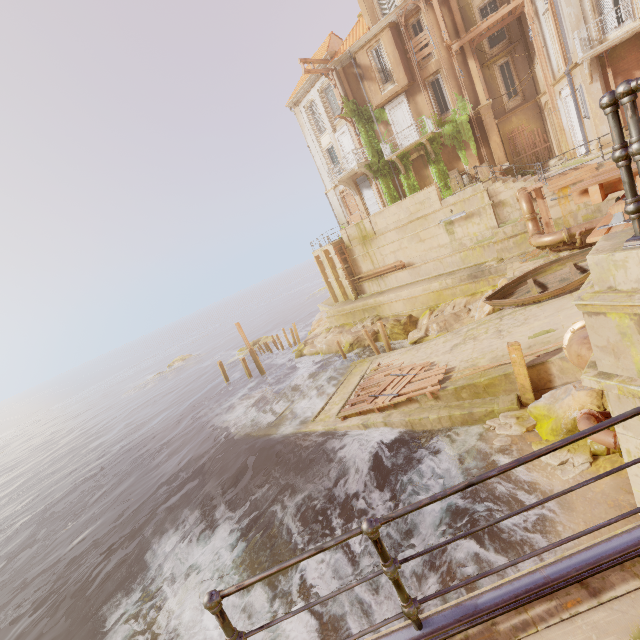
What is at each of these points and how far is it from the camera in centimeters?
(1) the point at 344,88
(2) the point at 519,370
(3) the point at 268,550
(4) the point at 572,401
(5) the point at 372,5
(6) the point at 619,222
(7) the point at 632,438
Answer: (1) column, 2544cm
(2) beam, 1019cm
(3) rock, 1044cm
(4) rock, 880cm
(5) window, 2252cm
(6) trim, 493cm
(7) building, 267cm

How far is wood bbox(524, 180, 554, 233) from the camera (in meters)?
14.82

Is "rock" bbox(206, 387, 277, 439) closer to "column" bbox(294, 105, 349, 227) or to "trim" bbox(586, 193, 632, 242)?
"column" bbox(294, 105, 349, 227)

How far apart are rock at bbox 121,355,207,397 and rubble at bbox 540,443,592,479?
52.37m

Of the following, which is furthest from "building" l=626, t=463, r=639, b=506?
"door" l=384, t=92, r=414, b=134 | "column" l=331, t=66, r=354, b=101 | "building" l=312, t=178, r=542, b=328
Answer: "column" l=331, t=66, r=354, b=101

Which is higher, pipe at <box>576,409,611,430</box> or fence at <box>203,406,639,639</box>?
fence at <box>203,406,639,639</box>

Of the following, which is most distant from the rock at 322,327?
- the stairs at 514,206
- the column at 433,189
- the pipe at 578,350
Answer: the pipe at 578,350

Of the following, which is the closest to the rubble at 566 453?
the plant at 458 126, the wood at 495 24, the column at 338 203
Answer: the plant at 458 126
